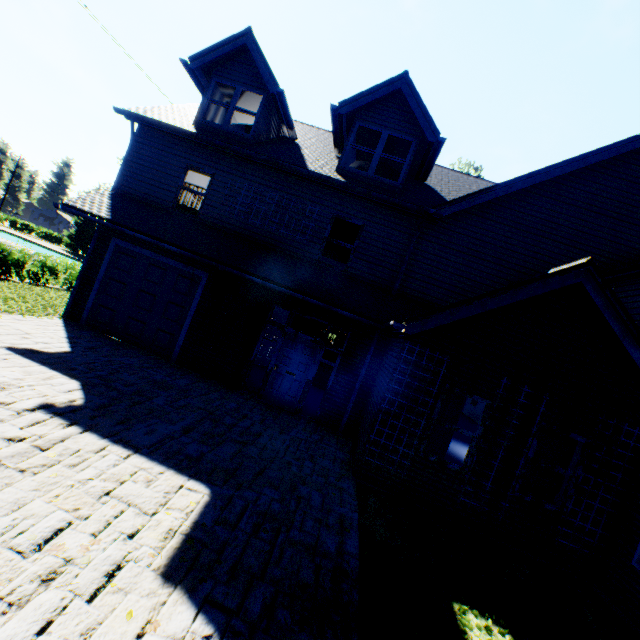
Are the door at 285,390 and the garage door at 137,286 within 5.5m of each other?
yes

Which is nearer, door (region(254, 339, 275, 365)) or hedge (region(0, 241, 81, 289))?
door (region(254, 339, 275, 365))

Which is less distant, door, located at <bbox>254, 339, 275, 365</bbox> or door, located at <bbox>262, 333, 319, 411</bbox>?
door, located at <bbox>262, 333, 319, 411</bbox>

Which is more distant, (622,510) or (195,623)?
(622,510)

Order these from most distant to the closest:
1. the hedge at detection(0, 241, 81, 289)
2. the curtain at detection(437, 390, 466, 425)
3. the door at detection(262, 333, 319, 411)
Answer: the hedge at detection(0, 241, 81, 289), the door at detection(262, 333, 319, 411), the curtain at detection(437, 390, 466, 425)

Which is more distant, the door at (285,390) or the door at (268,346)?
the door at (268,346)

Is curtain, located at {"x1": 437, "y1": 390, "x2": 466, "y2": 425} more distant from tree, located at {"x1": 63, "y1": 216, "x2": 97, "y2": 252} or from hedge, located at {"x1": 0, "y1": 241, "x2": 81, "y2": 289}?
hedge, located at {"x1": 0, "y1": 241, "x2": 81, "y2": 289}

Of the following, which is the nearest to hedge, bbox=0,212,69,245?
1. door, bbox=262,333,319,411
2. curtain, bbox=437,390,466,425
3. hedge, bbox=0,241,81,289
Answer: hedge, bbox=0,241,81,289
